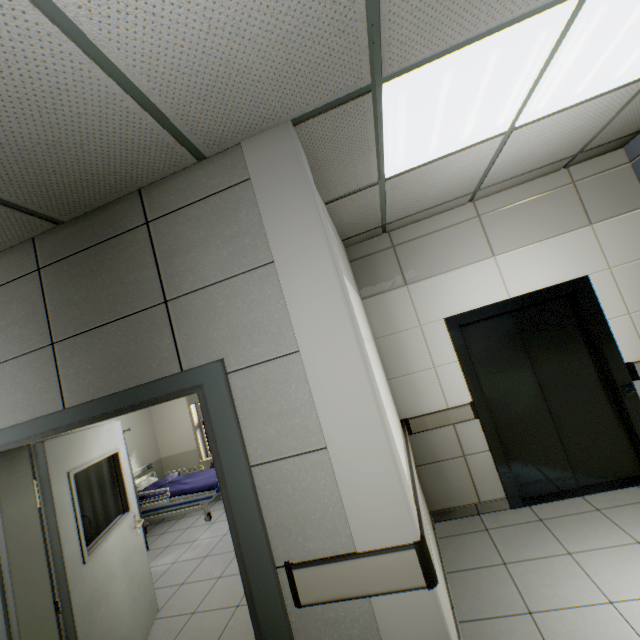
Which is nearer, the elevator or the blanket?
the elevator

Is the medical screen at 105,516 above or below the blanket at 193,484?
above

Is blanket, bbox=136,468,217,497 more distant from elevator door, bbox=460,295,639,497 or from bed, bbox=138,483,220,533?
elevator door, bbox=460,295,639,497

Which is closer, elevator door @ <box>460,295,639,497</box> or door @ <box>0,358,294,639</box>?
door @ <box>0,358,294,639</box>

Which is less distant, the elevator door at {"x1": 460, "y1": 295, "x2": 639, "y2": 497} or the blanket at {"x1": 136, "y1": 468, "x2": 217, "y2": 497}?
the elevator door at {"x1": 460, "y1": 295, "x2": 639, "y2": 497}

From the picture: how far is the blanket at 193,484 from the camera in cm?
546

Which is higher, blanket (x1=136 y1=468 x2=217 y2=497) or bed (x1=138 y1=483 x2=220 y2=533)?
blanket (x1=136 y1=468 x2=217 y2=497)

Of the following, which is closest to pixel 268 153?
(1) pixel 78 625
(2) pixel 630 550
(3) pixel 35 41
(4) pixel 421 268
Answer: (3) pixel 35 41
